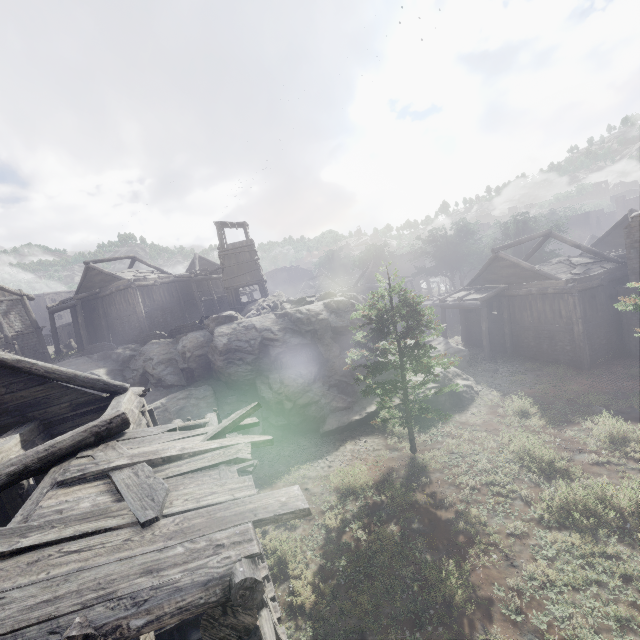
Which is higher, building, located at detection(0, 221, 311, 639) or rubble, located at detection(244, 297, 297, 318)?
rubble, located at detection(244, 297, 297, 318)

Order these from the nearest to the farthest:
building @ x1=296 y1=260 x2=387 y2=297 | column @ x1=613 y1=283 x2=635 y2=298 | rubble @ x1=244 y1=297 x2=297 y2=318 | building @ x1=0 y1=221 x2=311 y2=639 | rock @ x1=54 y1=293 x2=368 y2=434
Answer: building @ x1=0 y1=221 x2=311 y2=639
rock @ x1=54 y1=293 x2=368 y2=434
column @ x1=613 y1=283 x2=635 y2=298
rubble @ x1=244 y1=297 x2=297 y2=318
building @ x1=296 y1=260 x2=387 y2=297

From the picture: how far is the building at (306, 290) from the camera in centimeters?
4475cm

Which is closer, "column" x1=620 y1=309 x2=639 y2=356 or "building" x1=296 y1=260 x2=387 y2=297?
"column" x1=620 y1=309 x2=639 y2=356

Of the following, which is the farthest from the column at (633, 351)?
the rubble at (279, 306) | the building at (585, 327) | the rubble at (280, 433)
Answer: the rubble at (280, 433)

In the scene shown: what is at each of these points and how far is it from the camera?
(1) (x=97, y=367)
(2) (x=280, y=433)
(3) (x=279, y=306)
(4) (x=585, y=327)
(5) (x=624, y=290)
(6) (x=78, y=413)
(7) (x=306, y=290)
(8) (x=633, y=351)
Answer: (1) rock, 25.1m
(2) rubble, 17.5m
(3) rubble, 23.6m
(4) building, 19.4m
(5) column, 19.0m
(6) building, 10.1m
(7) building, 53.2m
(8) column, 19.4m

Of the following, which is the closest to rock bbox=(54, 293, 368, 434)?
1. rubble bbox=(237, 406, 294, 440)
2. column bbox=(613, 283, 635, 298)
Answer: rubble bbox=(237, 406, 294, 440)

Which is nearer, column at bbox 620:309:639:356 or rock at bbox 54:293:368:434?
rock at bbox 54:293:368:434
